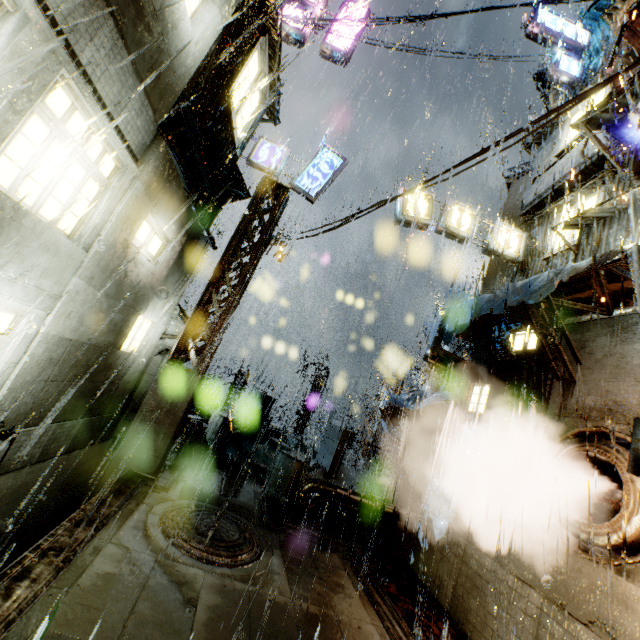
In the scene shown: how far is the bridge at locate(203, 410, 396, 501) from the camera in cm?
1137

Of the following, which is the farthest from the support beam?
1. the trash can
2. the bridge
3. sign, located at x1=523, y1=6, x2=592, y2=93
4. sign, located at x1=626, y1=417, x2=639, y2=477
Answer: sign, located at x1=523, y1=6, x2=592, y2=93

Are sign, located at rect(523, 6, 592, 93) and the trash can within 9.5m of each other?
no

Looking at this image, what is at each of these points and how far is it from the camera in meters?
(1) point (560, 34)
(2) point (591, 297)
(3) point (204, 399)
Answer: (1) sign, 14.5
(2) building, 8.0
(3) building vent, 28.2

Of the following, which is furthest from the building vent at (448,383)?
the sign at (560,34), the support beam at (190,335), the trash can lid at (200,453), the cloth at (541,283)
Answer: the support beam at (190,335)

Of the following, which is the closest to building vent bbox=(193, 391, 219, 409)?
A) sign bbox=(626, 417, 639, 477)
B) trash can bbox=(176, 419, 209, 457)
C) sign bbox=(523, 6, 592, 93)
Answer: trash can bbox=(176, 419, 209, 457)

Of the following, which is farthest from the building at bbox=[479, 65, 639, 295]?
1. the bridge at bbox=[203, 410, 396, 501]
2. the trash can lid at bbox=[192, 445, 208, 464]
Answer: the trash can lid at bbox=[192, 445, 208, 464]

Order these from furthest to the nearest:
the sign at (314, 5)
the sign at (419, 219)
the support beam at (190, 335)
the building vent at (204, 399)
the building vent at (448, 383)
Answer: the building vent at (204, 399)
the building vent at (448, 383)
the sign at (314, 5)
the sign at (419, 219)
the support beam at (190, 335)
